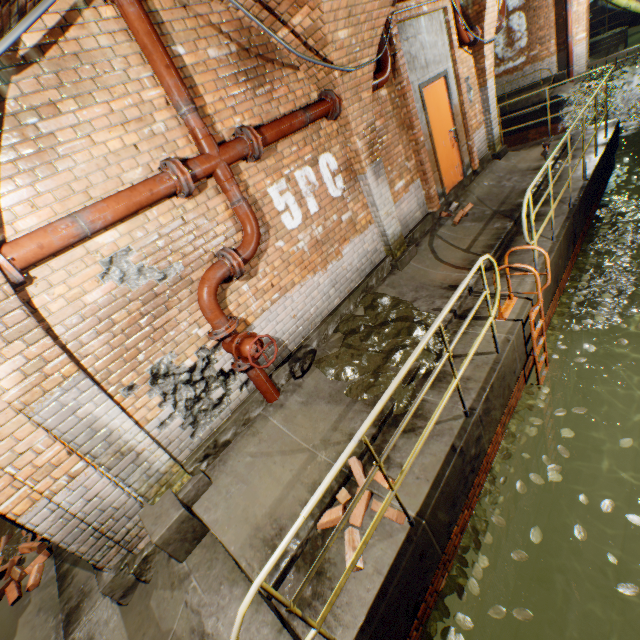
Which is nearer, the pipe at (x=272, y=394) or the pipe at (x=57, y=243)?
the pipe at (x=57, y=243)

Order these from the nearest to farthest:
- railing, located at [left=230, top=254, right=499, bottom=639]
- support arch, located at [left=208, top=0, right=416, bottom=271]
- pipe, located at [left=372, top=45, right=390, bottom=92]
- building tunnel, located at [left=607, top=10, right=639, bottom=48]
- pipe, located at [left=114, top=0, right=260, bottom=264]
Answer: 1. railing, located at [left=230, top=254, right=499, bottom=639]
2. pipe, located at [left=114, top=0, right=260, bottom=264]
3. support arch, located at [left=208, top=0, right=416, bottom=271]
4. pipe, located at [left=372, top=45, right=390, bottom=92]
5. building tunnel, located at [left=607, top=10, right=639, bottom=48]

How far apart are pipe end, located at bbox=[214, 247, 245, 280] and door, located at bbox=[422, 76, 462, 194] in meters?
5.1 m

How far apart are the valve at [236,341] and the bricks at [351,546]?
1.5 meters

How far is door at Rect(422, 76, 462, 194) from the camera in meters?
6.4

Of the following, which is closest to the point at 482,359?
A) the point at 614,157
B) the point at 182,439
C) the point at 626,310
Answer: the point at 182,439

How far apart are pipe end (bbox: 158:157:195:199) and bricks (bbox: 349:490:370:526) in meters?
3.3

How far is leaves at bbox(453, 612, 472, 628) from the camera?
3.03m
